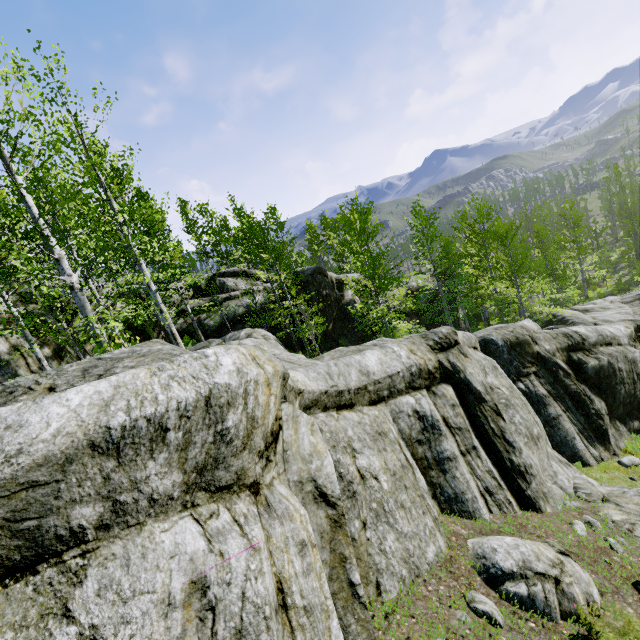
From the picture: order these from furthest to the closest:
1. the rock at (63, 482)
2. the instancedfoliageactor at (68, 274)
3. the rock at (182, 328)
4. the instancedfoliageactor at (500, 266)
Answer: the rock at (182, 328) → the instancedfoliageactor at (500, 266) → the instancedfoliageactor at (68, 274) → the rock at (63, 482)

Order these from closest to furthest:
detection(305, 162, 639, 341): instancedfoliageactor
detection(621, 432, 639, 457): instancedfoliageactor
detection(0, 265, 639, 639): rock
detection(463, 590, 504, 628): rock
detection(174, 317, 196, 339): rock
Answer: detection(0, 265, 639, 639): rock
detection(463, 590, 504, 628): rock
detection(621, 432, 639, 457): instancedfoliageactor
detection(305, 162, 639, 341): instancedfoliageactor
detection(174, 317, 196, 339): rock

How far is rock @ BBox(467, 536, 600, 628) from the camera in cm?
498

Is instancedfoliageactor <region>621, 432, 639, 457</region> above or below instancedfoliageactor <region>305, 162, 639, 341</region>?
below

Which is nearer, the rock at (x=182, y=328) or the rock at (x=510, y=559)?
the rock at (x=510, y=559)

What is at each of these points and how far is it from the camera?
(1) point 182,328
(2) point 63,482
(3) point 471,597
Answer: (1) rock, 19.2m
(2) rock, 2.2m
(3) rock, 5.0m

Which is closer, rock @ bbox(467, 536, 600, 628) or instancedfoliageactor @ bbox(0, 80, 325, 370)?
rock @ bbox(467, 536, 600, 628)
